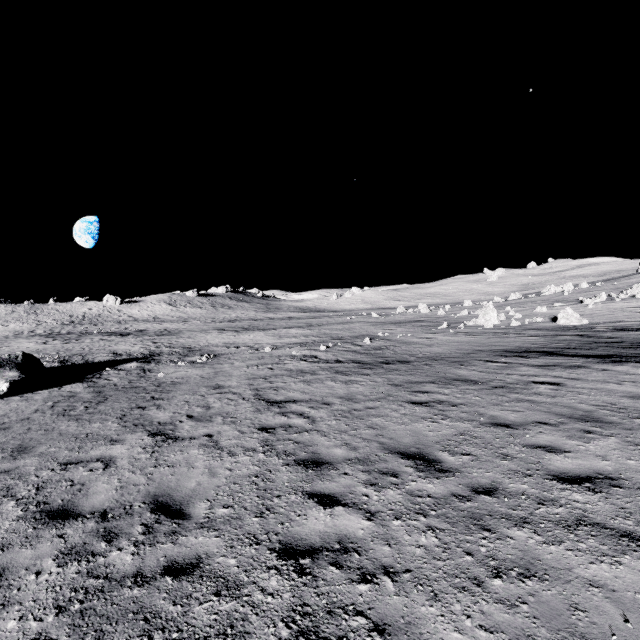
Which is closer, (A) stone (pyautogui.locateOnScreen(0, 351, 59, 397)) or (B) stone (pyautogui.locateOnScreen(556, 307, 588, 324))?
(A) stone (pyautogui.locateOnScreen(0, 351, 59, 397))

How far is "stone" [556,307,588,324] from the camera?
22.8m

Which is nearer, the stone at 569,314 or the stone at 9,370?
the stone at 9,370

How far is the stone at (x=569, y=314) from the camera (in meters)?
22.80

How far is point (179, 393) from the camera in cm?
1229
